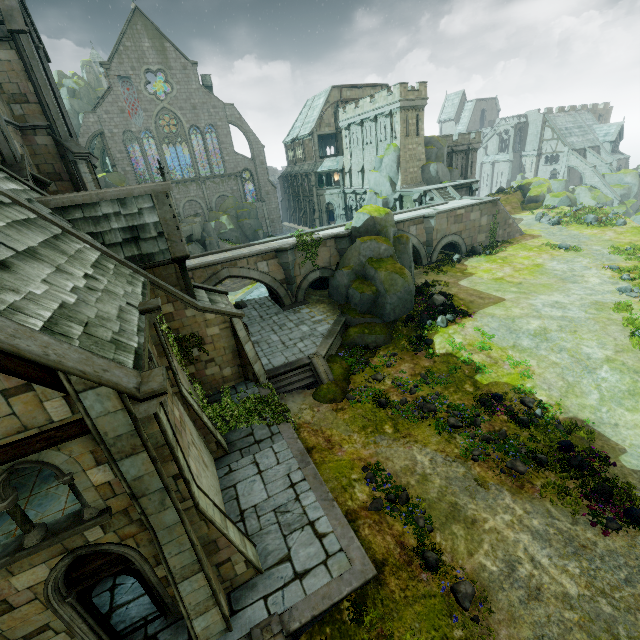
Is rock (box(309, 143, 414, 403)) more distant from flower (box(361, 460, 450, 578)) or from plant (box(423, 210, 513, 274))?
plant (box(423, 210, 513, 274))

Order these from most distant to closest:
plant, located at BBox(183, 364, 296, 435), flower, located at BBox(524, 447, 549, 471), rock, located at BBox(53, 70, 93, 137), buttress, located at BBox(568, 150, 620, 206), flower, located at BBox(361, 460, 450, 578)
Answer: buttress, located at BBox(568, 150, 620, 206), rock, located at BBox(53, 70, 93, 137), plant, located at BBox(183, 364, 296, 435), flower, located at BBox(524, 447, 549, 471), flower, located at BBox(361, 460, 450, 578)

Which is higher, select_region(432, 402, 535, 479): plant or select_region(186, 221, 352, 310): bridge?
select_region(186, 221, 352, 310): bridge

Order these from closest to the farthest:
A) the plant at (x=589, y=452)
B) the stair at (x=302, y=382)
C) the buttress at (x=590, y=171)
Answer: the plant at (x=589, y=452) < the stair at (x=302, y=382) < the buttress at (x=590, y=171)

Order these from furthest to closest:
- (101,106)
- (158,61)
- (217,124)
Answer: (217,124) → (158,61) → (101,106)

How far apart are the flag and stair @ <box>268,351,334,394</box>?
45.2 meters

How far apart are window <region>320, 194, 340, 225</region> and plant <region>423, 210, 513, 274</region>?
26.1m

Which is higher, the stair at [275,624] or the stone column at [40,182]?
the stone column at [40,182]
